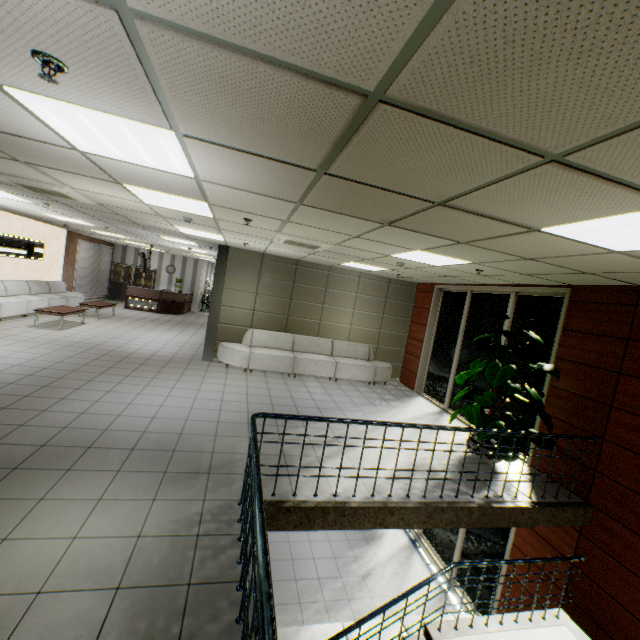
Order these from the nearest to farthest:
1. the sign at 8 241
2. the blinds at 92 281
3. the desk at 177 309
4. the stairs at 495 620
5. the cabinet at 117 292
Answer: the stairs at 495 620
the sign at 8 241
the blinds at 92 281
the desk at 177 309
the cabinet at 117 292

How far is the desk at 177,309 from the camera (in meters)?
16.22

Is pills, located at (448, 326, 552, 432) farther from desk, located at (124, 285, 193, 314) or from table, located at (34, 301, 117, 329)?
desk, located at (124, 285, 193, 314)

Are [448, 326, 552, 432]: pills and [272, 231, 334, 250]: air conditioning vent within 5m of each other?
yes

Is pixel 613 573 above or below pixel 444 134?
below

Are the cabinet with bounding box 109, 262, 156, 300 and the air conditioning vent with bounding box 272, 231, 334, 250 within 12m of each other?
no

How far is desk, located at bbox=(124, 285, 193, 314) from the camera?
16.2 meters

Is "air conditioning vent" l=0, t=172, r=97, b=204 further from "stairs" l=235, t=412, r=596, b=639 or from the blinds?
the blinds
